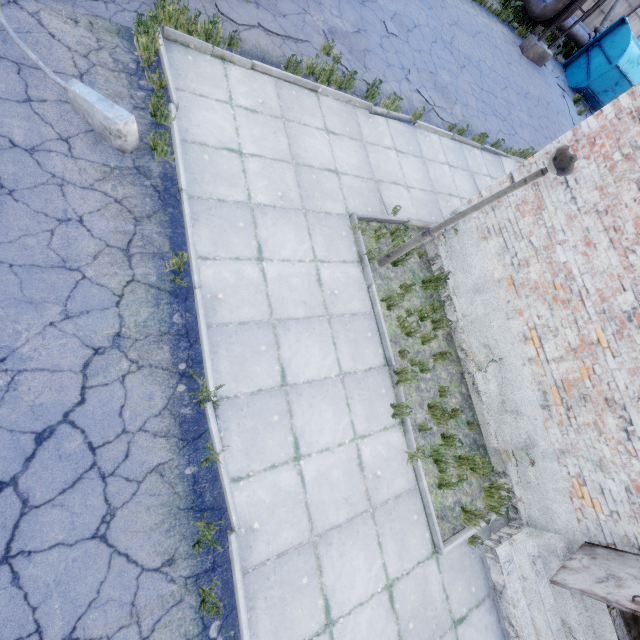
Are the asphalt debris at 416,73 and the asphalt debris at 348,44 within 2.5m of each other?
yes

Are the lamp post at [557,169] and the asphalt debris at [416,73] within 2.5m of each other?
no

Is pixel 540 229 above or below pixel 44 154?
above

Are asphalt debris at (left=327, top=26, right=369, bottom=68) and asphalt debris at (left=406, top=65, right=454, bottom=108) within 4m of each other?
yes

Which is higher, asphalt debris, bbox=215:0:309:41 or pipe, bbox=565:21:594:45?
pipe, bbox=565:21:594:45

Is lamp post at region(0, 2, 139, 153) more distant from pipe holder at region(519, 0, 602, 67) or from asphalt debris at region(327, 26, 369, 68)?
pipe holder at region(519, 0, 602, 67)

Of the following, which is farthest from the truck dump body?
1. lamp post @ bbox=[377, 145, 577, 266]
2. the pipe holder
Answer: lamp post @ bbox=[377, 145, 577, 266]

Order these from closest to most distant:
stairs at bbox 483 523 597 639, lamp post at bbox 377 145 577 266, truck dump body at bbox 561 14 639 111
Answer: lamp post at bbox 377 145 577 266 → stairs at bbox 483 523 597 639 → truck dump body at bbox 561 14 639 111
